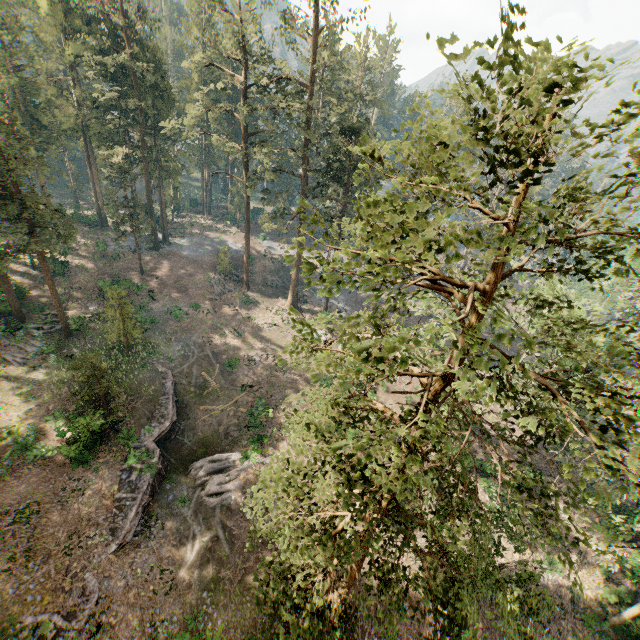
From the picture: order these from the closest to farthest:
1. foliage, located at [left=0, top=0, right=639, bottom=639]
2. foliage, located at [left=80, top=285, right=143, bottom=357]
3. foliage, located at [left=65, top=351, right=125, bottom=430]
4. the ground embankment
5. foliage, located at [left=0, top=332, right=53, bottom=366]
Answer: foliage, located at [left=0, top=0, right=639, bottom=639]
the ground embankment
foliage, located at [left=65, top=351, right=125, bottom=430]
foliage, located at [left=80, top=285, right=143, bottom=357]
foliage, located at [left=0, top=332, right=53, bottom=366]

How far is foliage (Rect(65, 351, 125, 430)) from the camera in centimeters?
2144cm

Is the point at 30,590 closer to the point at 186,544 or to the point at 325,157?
the point at 186,544

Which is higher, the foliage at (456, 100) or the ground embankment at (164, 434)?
the foliage at (456, 100)

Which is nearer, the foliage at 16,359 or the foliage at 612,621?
the foliage at 612,621

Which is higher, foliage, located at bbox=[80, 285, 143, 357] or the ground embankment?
foliage, located at bbox=[80, 285, 143, 357]

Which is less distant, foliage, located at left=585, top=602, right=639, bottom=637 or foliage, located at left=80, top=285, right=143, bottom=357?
foliage, located at left=585, top=602, right=639, bottom=637
